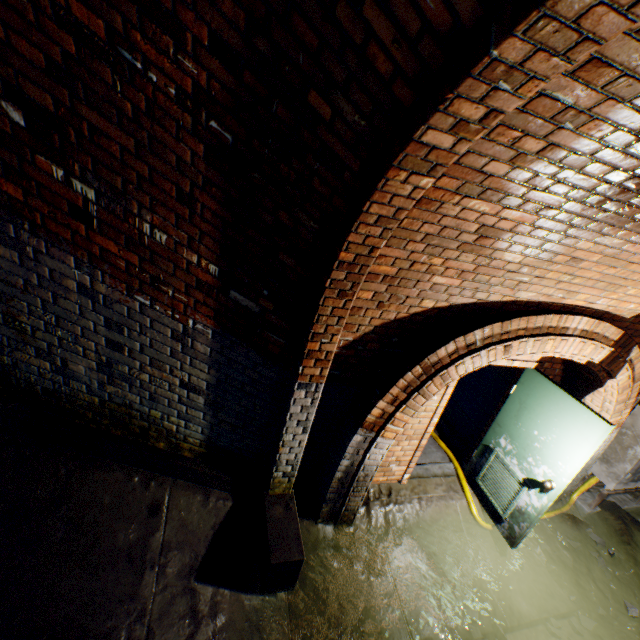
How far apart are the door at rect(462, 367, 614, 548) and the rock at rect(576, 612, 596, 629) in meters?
1.0

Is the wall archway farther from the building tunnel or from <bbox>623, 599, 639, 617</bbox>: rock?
<bbox>623, 599, 639, 617</bbox>: rock

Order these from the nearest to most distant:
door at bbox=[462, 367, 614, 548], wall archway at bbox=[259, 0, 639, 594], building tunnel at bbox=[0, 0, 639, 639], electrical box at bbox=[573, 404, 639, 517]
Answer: wall archway at bbox=[259, 0, 639, 594] → building tunnel at bbox=[0, 0, 639, 639] → door at bbox=[462, 367, 614, 548] → electrical box at bbox=[573, 404, 639, 517]

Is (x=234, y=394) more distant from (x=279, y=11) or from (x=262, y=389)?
(x=279, y=11)

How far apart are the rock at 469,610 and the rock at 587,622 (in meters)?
1.31

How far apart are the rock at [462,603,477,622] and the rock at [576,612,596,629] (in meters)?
1.31

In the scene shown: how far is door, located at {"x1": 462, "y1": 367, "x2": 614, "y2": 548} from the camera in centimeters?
352cm

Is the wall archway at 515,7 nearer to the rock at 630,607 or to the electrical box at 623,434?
the rock at 630,607
